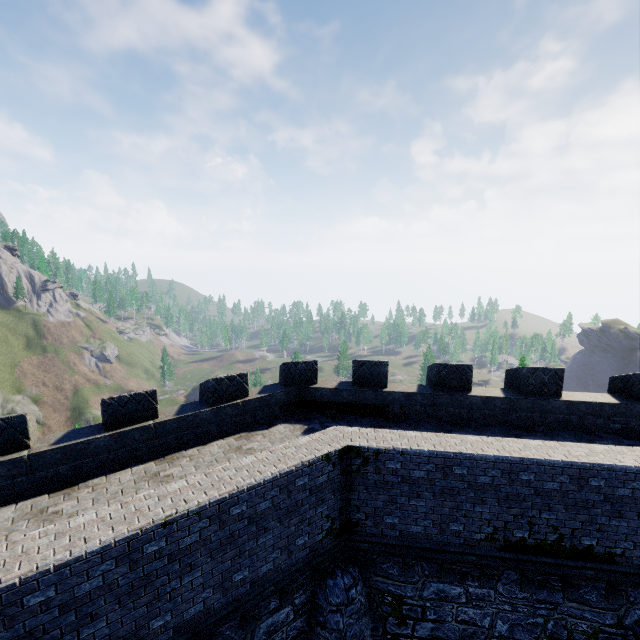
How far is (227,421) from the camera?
10.58m
